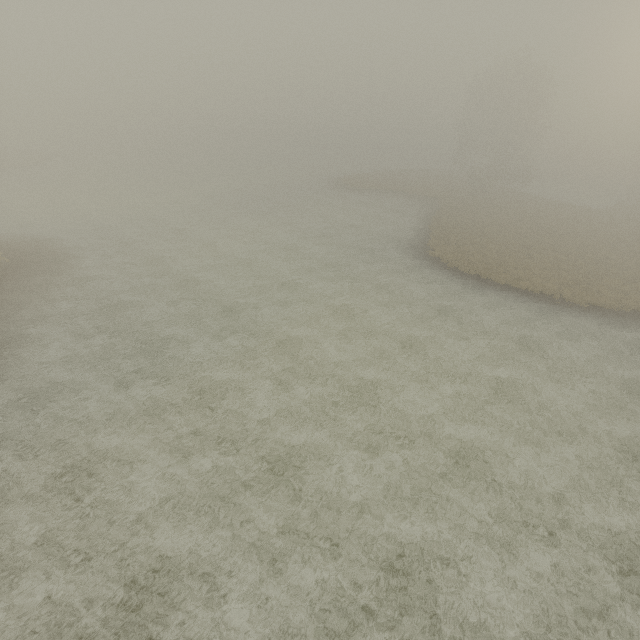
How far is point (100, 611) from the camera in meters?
8.5 m
